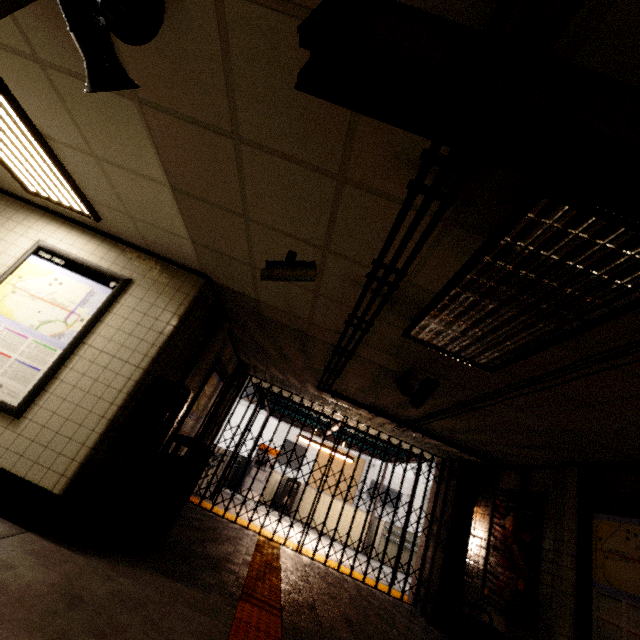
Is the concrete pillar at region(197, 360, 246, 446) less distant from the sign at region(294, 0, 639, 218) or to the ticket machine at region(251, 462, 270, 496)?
the ticket machine at region(251, 462, 270, 496)

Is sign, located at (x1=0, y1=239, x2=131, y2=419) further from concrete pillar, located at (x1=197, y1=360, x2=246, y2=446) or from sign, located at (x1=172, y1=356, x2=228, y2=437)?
Result: concrete pillar, located at (x1=197, y1=360, x2=246, y2=446)

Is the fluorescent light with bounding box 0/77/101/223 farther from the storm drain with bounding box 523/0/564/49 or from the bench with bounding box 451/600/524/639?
the bench with bounding box 451/600/524/639

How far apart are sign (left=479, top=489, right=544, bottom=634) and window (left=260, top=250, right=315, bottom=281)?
5.2 meters

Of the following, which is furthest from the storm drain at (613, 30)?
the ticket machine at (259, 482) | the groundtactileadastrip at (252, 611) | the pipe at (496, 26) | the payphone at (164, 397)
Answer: the ticket machine at (259, 482)

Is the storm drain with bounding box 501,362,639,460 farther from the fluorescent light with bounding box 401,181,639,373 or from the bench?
the bench

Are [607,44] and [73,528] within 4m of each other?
no

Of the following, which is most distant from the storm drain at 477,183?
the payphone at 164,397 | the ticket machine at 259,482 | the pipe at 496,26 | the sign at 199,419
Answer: the ticket machine at 259,482
